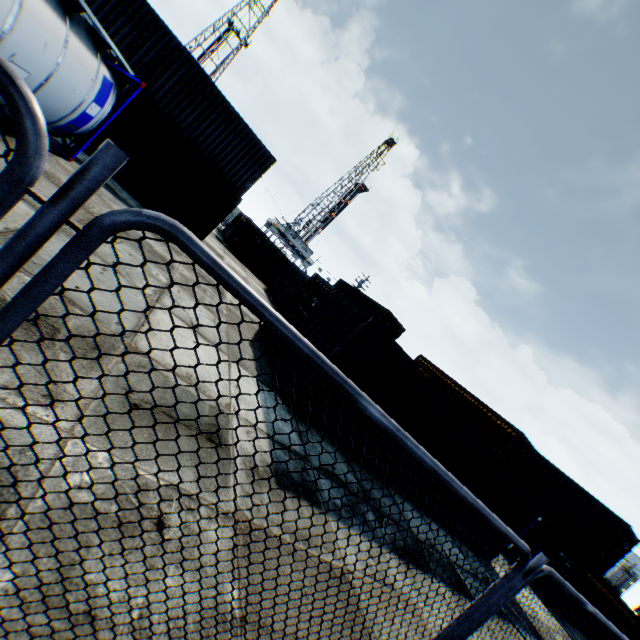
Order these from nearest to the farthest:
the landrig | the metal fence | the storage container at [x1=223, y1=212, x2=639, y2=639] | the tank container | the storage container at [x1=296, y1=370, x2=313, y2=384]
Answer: the metal fence → the tank container → the storage container at [x1=296, y1=370, x2=313, y2=384] → the storage container at [x1=223, y1=212, x2=639, y2=639] → the landrig

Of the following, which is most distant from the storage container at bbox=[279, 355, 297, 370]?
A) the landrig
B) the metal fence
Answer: the landrig

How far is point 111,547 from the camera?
2.3m

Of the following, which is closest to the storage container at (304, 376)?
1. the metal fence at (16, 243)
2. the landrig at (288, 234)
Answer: the metal fence at (16, 243)

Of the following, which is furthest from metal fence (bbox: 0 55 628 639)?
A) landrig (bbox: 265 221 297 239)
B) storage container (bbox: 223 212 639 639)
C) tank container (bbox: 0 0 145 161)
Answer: landrig (bbox: 265 221 297 239)

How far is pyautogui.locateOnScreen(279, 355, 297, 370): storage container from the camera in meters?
8.6 m

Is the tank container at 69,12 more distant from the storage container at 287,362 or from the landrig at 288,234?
the landrig at 288,234
